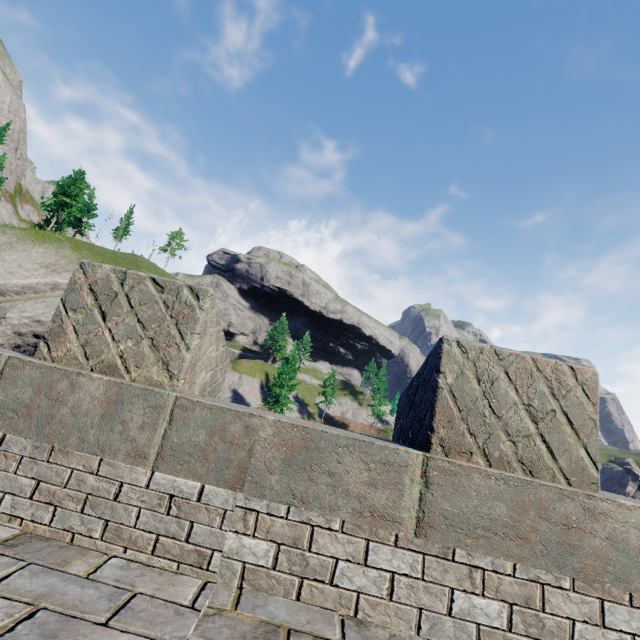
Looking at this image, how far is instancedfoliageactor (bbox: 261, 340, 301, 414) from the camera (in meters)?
49.00

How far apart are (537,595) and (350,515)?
1.27m

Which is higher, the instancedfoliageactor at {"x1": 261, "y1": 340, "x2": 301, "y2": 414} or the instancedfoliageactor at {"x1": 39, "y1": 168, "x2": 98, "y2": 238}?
the instancedfoliageactor at {"x1": 39, "y1": 168, "x2": 98, "y2": 238}

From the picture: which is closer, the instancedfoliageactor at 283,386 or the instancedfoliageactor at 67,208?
the instancedfoliageactor at 67,208

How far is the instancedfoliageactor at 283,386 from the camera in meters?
49.0

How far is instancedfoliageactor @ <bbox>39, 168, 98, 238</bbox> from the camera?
43.1 meters

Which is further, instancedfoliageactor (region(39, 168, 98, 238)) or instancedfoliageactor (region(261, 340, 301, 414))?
instancedfoliageactor (region(261, 340, 301, 414))
